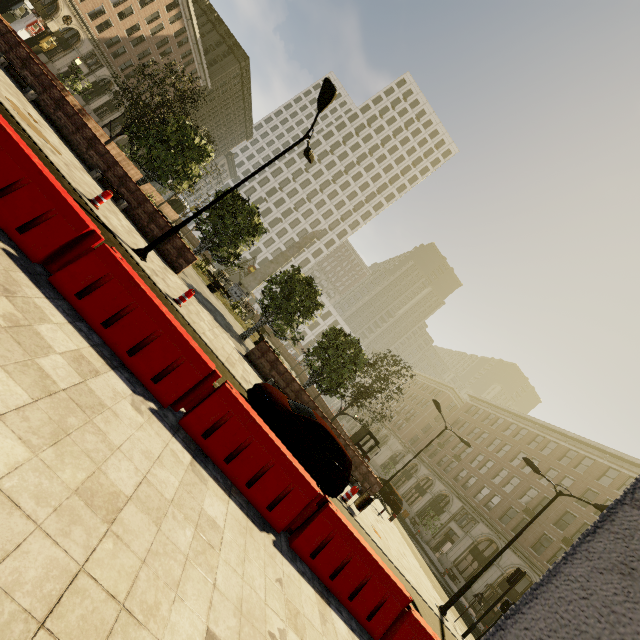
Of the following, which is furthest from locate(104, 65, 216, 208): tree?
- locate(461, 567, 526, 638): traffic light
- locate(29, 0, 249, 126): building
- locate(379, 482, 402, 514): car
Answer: locate(29, 0, 249, 126): building

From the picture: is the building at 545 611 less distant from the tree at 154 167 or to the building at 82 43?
the tree at 154 167

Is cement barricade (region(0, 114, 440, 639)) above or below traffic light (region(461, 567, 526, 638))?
below

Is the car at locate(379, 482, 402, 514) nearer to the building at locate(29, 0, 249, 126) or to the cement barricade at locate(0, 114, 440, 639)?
the cement barricade at locate(0, 114, 440, 639)

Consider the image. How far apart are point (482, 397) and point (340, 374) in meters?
38.7 m

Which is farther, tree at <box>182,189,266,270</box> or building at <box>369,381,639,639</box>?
tree at <box>182,189,266,270</box>

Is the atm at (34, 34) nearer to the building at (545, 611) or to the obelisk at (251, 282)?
the obelisk at (251, 282)

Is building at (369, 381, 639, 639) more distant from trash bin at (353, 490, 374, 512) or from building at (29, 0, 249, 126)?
trash bin at (353, 490, 374, 512)
